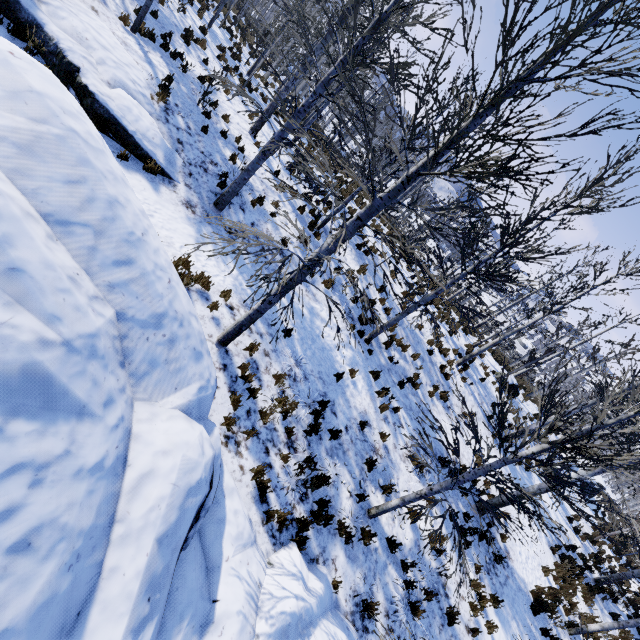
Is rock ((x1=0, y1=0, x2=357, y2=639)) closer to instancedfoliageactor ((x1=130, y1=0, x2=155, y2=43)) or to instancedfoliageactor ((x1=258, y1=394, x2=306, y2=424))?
instancedfoliageactor ((x1=258, y1=394, x2=306, y2=424))

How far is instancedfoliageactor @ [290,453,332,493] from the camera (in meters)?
6.60

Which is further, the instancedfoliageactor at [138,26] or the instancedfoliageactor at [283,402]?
the instancedfoliageactor at [138,26]

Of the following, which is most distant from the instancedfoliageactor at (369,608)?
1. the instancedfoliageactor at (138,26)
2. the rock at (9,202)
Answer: the instancedfoliageactor at (138,26)

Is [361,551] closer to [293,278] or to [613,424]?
[613,424]

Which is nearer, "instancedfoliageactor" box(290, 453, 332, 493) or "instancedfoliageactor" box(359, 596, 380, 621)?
"instancedfoliageactor" box(359, 596, 380, 621)
